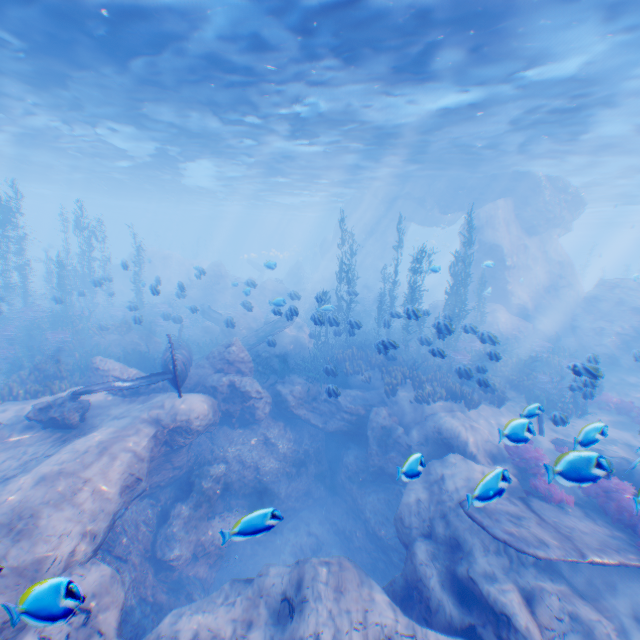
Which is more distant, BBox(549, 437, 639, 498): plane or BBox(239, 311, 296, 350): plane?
BBox(239, 311, 296, 350): plane

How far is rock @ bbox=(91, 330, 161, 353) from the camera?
17.03m

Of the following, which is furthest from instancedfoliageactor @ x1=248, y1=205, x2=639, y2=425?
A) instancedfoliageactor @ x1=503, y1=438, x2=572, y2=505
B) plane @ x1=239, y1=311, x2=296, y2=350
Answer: instancedfoliageactor @ x1=503, y1=438, x2=572, y2=505

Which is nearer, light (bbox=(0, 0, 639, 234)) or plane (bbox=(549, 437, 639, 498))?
plane (bbox=(549, 437, 639, 498))

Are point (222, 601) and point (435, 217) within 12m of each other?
no

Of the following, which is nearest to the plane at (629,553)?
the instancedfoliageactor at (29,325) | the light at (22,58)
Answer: the instancedfoliageactor at (29,325)

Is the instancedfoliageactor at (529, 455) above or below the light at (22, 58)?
below

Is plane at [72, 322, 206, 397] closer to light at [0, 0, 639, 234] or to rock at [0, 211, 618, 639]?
rock at [0, 211, 618, 639]
